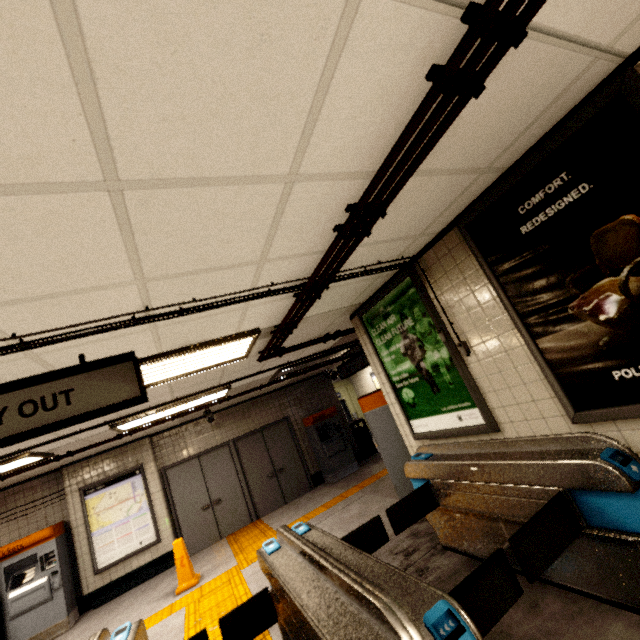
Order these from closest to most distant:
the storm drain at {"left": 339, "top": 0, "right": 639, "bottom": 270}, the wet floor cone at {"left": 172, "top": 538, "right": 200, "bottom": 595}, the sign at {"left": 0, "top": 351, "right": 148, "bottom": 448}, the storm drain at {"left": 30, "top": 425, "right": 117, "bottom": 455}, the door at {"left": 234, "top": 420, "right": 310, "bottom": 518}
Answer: the storm drain at {"left": 339, "top": 0, "right": 639, "bottom": 270} → the sign at {"left": 0, "top": 351, "right": 148, "bottom": 448} → the storm drain at {"left": 30, "top": 425, "right": 117, "bottom": 455} → the wet floor cone at {"left": 172, "top": 538, "right": 200, "bottom": 595} → the door at {"left": 234, "top": 420, "right": 310, "bottom": 518}

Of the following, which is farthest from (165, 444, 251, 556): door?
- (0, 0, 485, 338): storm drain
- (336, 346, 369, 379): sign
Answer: (336, 346, 369, 379): sign

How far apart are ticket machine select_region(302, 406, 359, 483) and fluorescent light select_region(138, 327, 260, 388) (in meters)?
5.32

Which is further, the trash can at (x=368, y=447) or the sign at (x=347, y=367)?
the trash can at (x=368, y=447)

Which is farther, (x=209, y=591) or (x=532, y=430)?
(x=209, y=591)

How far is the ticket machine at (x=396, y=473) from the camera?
4.6 meters

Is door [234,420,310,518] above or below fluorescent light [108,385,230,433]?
below

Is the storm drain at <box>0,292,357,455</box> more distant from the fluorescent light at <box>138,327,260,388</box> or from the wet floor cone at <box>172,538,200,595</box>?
the wet floor cone at <box>172,538,200,595</box>
